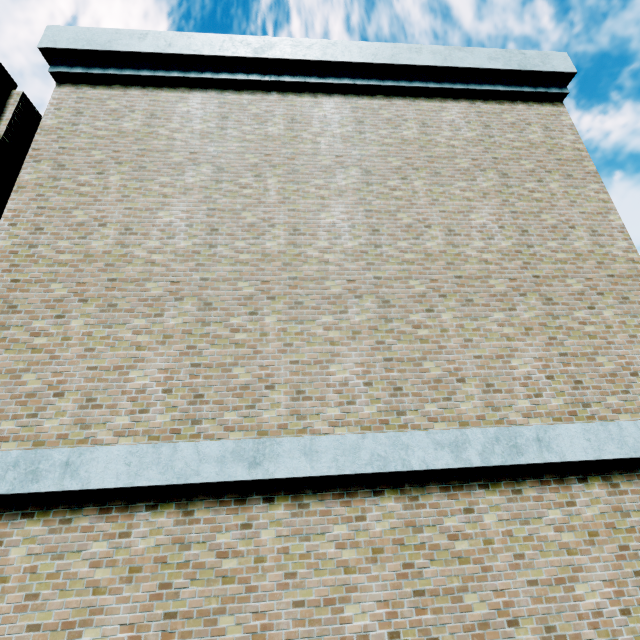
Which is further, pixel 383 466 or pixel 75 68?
pixel 75 68
